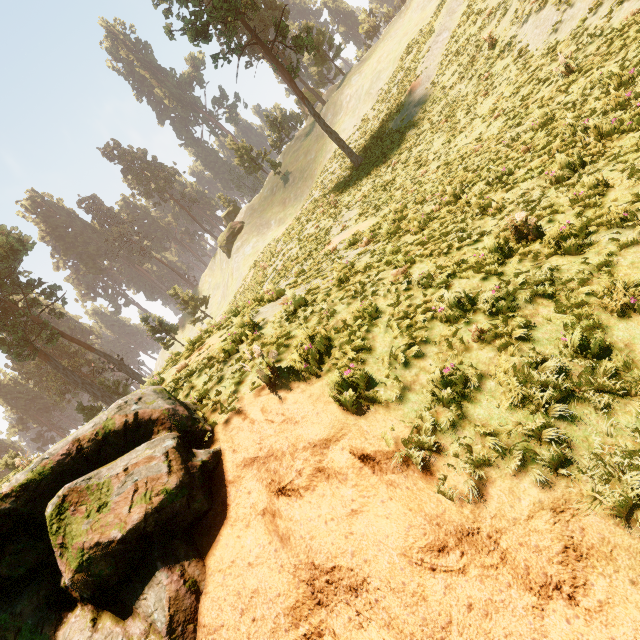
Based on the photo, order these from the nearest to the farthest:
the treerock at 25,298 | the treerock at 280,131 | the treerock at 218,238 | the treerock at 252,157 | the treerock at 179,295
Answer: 1. the treerock at 25,298
2. the treerock at 179,295
3. the treerock at 218,238
4. the treerock at 280,131
5. the treerock at 252,157

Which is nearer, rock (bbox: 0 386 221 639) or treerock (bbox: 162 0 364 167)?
rock (bbox: 0 386 221 639)

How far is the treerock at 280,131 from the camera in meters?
56.8

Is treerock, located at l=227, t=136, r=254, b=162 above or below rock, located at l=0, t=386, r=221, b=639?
above

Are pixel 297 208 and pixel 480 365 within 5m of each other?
no

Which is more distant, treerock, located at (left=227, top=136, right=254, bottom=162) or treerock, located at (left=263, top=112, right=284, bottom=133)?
treerock, located at (left=227, top=136, right=254, bottom=162)
